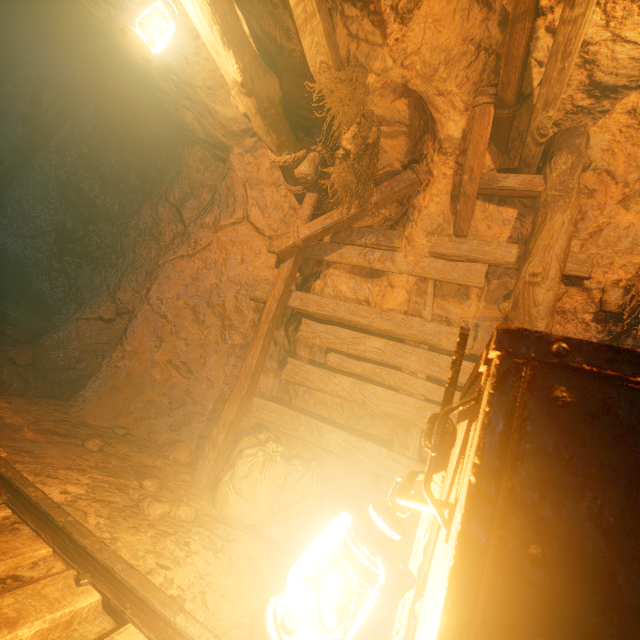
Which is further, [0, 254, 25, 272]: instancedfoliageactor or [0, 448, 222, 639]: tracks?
[0, 254, 25, 272]: instancedfoliageactor

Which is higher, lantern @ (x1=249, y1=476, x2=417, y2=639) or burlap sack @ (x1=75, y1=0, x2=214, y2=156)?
burlap sack @ (x1=75, y1=0, x2=214, y2=156)

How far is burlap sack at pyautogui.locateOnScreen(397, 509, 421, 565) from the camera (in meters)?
3.16

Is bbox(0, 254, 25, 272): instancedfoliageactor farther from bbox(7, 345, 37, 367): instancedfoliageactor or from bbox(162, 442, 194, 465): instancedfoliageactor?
bbox(162, 442, 194, 465): instancedfoliageactor

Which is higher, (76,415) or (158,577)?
(158,577)

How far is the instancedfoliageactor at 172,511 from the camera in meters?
2.3 m

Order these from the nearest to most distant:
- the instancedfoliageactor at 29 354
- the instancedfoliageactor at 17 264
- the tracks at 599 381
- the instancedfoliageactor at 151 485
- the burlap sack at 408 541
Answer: the tracks at 599 381 < the instancedfoliageactor at 151 485 < the burlap sack at 408 541 < the instancedfoliageactor at 29 354 < the instancedfoliageactor at 17 264

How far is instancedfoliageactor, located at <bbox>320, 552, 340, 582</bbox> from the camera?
2.47m
